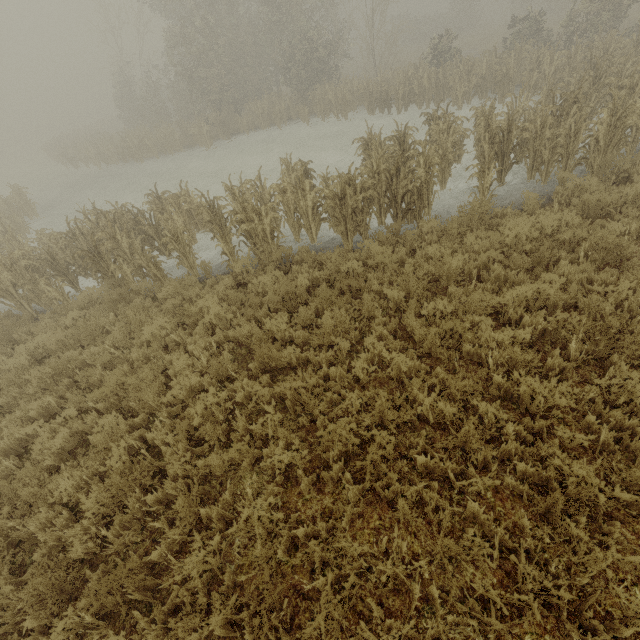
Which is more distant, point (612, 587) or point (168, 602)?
point (168, 602)
